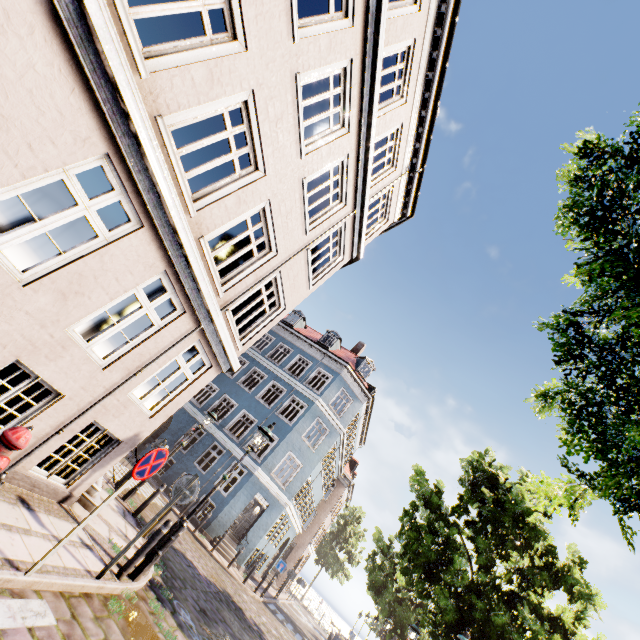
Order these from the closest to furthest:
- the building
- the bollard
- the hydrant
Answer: the hydrant → the building → the bollard

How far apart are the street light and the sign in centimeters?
129cm

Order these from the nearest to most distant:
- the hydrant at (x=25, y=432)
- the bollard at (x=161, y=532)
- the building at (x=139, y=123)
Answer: the hydrant at (x=25, y=432) → the building at (x=139, y=123) → the bollard at (x=161, y=532)

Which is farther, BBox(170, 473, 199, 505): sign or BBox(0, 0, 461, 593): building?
BBox(170, 473, 199, 505): sign

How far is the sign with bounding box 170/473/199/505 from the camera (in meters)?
5.91

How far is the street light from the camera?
6.3 meters

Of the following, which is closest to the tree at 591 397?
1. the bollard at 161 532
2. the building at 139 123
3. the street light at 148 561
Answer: the building at 139 123

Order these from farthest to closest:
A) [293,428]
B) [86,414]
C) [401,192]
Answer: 1. [293,428]
2. [401,192]
3. [86,414]
